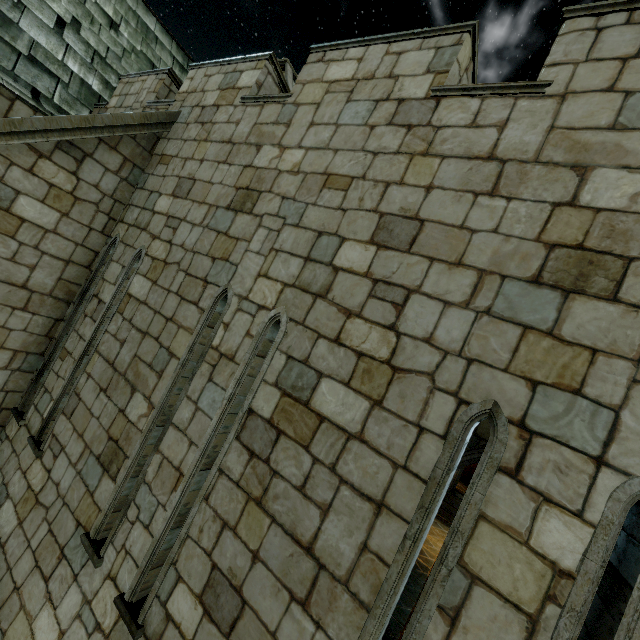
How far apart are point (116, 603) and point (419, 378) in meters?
4.0 m
